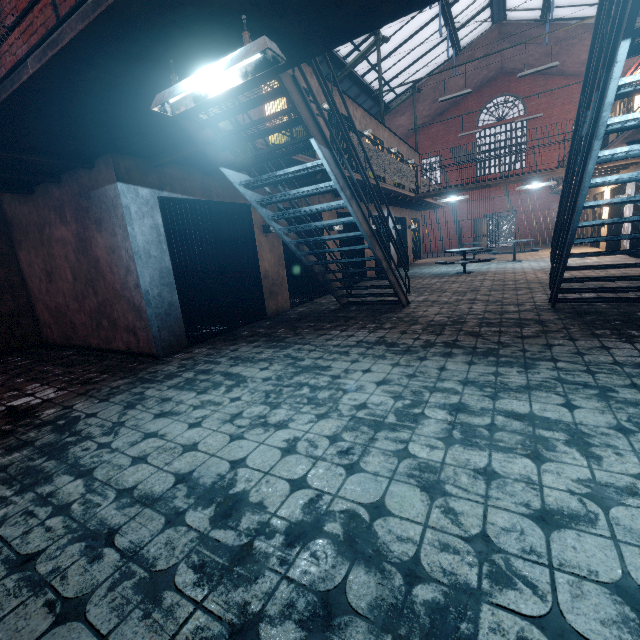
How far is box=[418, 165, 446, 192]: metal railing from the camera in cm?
1213

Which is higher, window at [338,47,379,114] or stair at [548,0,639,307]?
A: window at [338,47,379,114]

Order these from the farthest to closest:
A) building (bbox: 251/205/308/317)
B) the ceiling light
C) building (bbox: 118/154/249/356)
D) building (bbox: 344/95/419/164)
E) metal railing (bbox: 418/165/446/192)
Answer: metal railing (bbox: 418/165/446/192), building (bbox: 344/95/419/164), building (bbox: 251/205/308/317), building (bbox: 118/154/249/356), the ceiling light

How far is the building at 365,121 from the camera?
10.9 meters

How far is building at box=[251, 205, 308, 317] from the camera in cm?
685

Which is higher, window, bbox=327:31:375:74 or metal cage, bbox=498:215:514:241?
window, bbox=327:31:375:74

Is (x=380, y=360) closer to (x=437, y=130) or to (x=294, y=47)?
(x=294, y=47)

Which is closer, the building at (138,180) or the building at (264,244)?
the building at (138,180)
